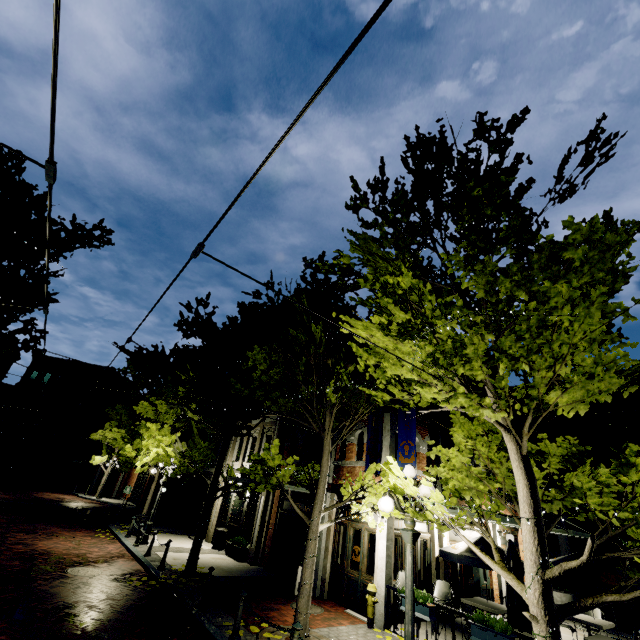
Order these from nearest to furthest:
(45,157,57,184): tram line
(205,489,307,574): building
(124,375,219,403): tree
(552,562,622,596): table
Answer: (45,157,57,184): tram line → (552,562,622,596): table → (124,375,219,403): tree → (205,489,307,574): building

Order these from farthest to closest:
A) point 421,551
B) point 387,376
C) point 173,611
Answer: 1. point 421,551
2. point 173,611
3. point 387,376

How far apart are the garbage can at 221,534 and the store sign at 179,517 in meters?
6.7 m

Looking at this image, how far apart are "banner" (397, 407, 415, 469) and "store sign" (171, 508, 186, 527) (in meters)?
17.77

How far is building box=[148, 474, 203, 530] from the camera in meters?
21.2 m

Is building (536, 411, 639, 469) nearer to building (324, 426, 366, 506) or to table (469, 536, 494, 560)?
A: building (324, 426, 366, 506)

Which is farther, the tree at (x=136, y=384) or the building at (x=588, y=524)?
the building at (x=588, y=524)

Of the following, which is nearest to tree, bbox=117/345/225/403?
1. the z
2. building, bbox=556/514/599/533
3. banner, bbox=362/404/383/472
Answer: the z
